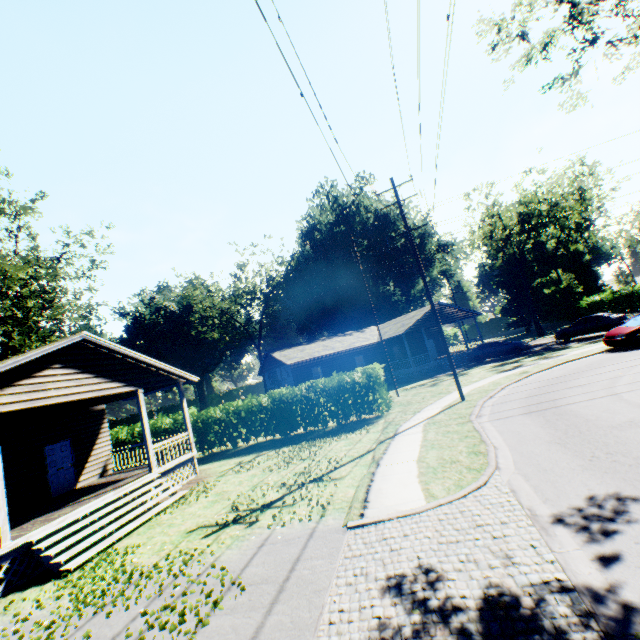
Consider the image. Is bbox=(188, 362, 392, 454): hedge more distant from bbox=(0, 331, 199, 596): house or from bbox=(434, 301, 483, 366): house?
bbox=(434, 301, 483, 366): house

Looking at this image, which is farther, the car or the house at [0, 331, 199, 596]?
the car

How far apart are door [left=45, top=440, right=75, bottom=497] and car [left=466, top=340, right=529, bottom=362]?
28.72m

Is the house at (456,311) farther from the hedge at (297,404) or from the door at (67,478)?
the door at (67,478)

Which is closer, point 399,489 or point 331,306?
point 399,489

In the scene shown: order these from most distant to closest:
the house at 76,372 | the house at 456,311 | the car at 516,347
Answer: the house at 456,311
the car at 516,347
the house at 76,372

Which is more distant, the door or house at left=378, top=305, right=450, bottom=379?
house at left=378, top=305, right=450, bottom=379

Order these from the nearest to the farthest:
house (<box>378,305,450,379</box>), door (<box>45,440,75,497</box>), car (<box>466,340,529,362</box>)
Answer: door (<box>45,440,75,497</box>) < car (<box>466,340,529,362</box>) < house (<box>378,305,450,379</box>)
